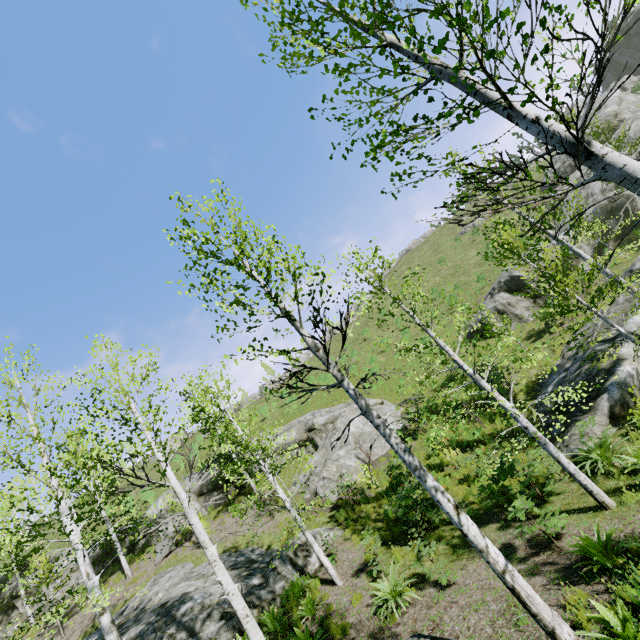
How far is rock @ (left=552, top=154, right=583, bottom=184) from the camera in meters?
34.3

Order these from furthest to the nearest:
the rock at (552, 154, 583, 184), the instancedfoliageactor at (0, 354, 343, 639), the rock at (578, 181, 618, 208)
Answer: the rock at (552, 154, 583, 184), the rock at (578, 181, 618, 208), the instancedfoliageactor at (0, 354, 343, 639)

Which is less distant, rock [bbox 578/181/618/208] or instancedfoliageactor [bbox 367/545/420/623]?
instancedfoliageactor [bbox 367/545/420/623]

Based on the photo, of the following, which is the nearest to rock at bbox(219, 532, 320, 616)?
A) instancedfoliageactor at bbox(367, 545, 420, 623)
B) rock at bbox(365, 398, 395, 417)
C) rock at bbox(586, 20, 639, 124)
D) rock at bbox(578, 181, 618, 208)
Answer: rock at bbox(365, 398, 395, 417)

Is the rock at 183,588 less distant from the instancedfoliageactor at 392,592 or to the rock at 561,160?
the instancedfoliageactor at 392,592

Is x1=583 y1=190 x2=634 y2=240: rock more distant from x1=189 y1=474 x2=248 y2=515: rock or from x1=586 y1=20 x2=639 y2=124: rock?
x1=586 y1=20 x2=639 y2=124: rock

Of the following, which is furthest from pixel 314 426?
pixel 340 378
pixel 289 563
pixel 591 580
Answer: pixel 340 378

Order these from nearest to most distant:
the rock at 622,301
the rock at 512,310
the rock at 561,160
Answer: the rock at 622,301, the rock at 512,310, the rock at 561,160
